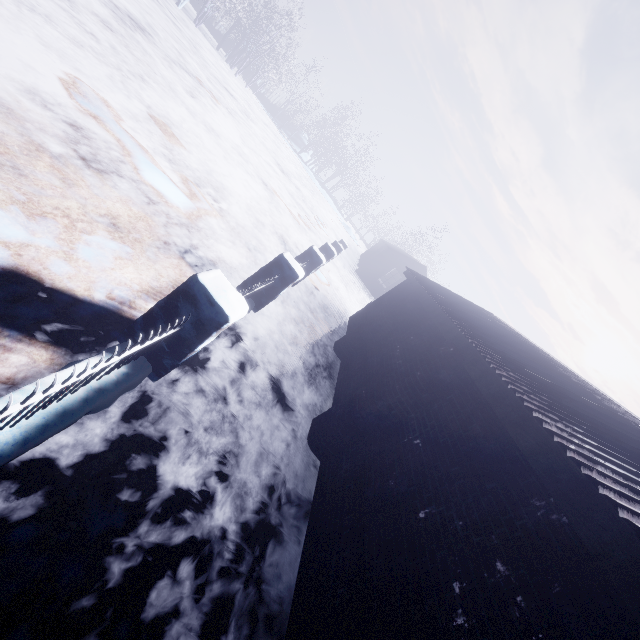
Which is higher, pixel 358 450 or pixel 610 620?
pixel 610 620
